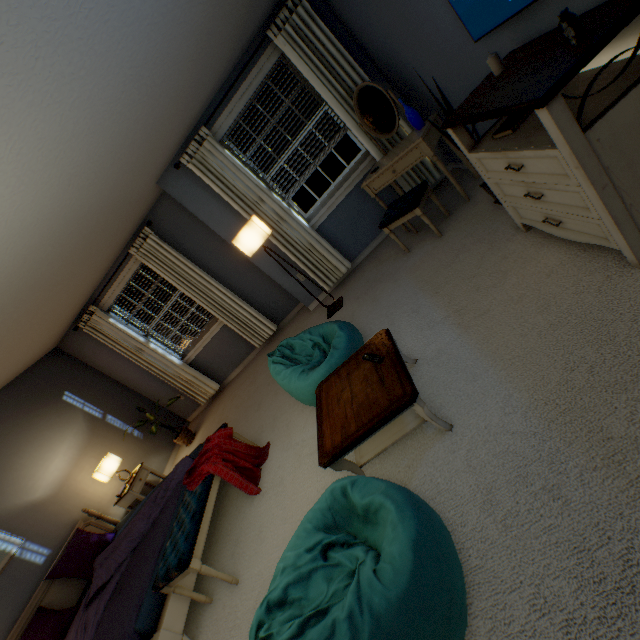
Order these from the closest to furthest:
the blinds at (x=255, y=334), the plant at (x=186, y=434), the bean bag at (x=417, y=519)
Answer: the bean bag at (x=417, y=519), the blinds at (x=255, y=334), the plant at (x=186, y=434)

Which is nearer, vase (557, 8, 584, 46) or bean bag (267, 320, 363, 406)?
vase (557, 8, 584, 46)

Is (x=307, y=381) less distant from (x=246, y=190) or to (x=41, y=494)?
(x=246, y=190)

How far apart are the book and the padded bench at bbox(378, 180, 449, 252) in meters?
1.1 m

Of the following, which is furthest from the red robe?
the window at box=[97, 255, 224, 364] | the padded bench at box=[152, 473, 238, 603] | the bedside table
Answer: the window at box=[97, 255, 224, 364]

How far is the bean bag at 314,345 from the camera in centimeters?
252cm

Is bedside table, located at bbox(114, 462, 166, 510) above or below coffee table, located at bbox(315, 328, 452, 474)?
above

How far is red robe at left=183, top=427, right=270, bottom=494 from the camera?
2.7 meters
